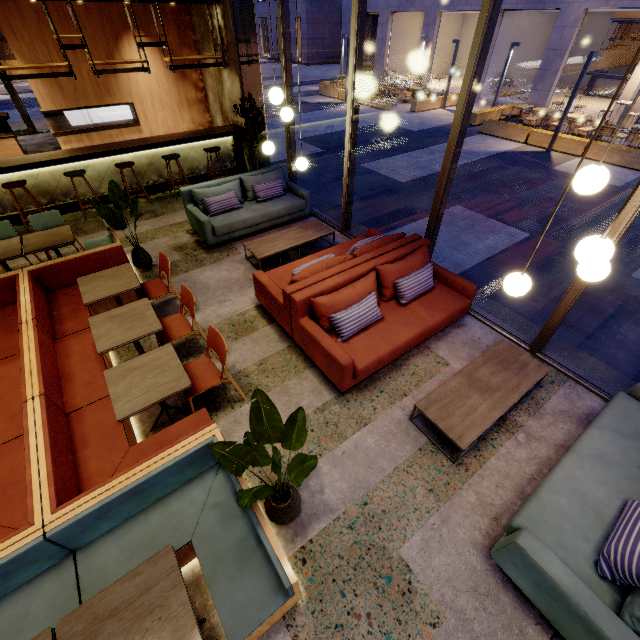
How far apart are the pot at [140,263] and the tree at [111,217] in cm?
3

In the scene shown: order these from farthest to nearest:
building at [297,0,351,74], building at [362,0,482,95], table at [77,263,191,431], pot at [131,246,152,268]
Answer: building at [297,0,351,74], building at [362,0,482,95], pot at [131,246,152,268], table at [77,263,191,431]

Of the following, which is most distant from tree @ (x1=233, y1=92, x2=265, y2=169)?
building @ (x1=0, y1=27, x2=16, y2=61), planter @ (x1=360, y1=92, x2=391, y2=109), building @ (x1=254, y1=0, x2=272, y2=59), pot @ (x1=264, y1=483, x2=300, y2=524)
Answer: building @ (x1=254, y1=0, x2=272, y2=59)

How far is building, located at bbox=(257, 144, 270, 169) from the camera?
8.7m

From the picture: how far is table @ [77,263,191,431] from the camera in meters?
2.9

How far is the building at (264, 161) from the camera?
8.68m

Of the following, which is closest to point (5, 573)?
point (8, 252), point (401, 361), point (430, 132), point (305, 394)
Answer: point (305, 394)

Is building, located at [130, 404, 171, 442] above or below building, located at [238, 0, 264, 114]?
below
